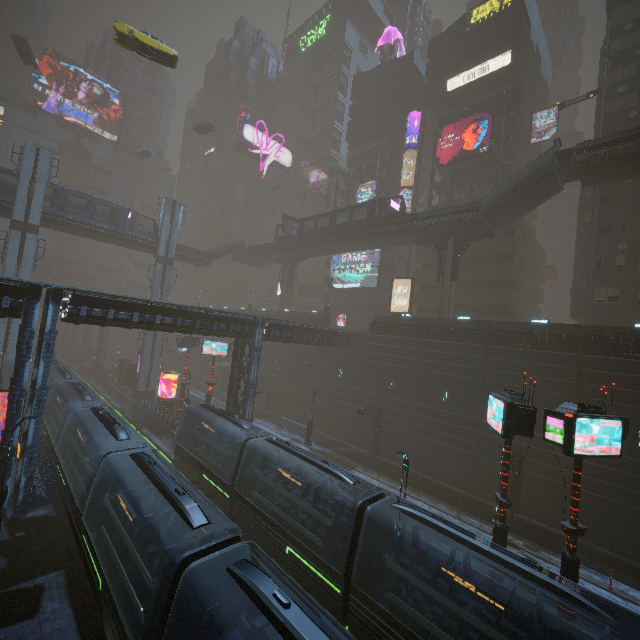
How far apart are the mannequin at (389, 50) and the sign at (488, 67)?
15.6m

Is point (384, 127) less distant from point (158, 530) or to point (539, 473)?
point (539, 473)

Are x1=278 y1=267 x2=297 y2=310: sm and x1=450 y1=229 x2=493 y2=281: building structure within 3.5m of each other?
no

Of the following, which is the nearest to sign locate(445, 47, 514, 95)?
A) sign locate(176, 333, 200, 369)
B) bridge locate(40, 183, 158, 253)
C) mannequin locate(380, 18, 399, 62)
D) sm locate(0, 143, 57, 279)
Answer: mannequin locate(380, 18, 399, 62)

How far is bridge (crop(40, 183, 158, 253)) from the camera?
36.06m

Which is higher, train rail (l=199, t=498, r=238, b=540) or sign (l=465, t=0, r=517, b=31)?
sign (l=465, t=0, r=517, b=31)

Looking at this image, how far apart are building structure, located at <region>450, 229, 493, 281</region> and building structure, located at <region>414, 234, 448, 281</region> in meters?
0.6

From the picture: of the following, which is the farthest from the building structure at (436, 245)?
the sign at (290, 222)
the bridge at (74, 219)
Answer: the bridge at (74, 219)
